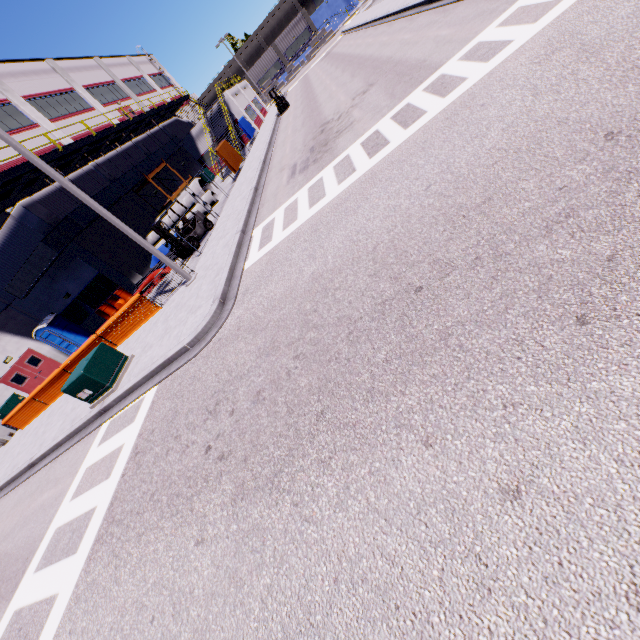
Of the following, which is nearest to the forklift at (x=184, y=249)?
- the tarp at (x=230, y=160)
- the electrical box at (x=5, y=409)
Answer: the tarp at (x=230, y=160)

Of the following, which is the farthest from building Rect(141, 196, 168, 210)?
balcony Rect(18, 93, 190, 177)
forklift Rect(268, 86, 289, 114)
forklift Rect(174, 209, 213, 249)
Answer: forklift Rect(174, 209, 213, 249)

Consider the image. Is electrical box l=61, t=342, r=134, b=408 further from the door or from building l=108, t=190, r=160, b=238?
the door

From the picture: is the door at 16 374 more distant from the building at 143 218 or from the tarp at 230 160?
the tarp at 230 160

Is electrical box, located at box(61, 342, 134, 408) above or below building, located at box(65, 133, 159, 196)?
below

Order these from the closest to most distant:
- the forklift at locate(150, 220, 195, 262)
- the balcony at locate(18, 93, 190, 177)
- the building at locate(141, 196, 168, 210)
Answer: the forklift at locate(150, 220, 195, 262), the balcony at locate(18, 93, 190, 177), the building at locate(141, 196, 168, 210)

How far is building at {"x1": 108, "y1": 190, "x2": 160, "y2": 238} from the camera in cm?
2395

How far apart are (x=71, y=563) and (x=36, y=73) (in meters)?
34.48
